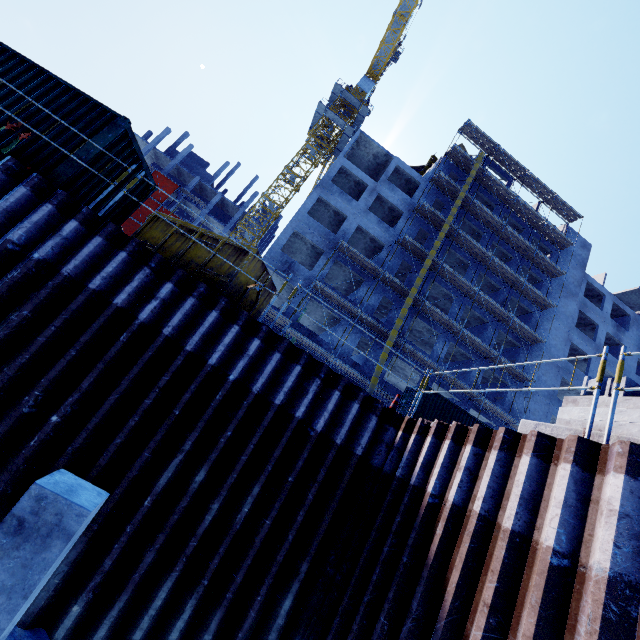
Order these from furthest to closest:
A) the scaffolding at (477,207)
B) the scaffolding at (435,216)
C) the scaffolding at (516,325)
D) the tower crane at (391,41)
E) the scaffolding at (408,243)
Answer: the tower crane at (391,41), the scaffolding at (477,207), the scaffolding at (435,216), the scaffolding at (516,325), the scaffolding at (408,243)

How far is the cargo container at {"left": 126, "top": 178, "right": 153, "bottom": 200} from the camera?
9.1m

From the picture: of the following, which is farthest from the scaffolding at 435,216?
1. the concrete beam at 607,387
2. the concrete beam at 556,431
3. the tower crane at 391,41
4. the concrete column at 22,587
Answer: the tower crane at 391,41

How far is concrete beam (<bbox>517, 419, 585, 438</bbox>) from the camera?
4.4 meters

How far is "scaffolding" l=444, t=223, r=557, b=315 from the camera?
28.4m

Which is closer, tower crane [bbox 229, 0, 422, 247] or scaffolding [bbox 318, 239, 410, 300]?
scaffolding [bbox 318, 239, 410, 300]

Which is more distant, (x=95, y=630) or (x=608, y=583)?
(x=95, y=630)
